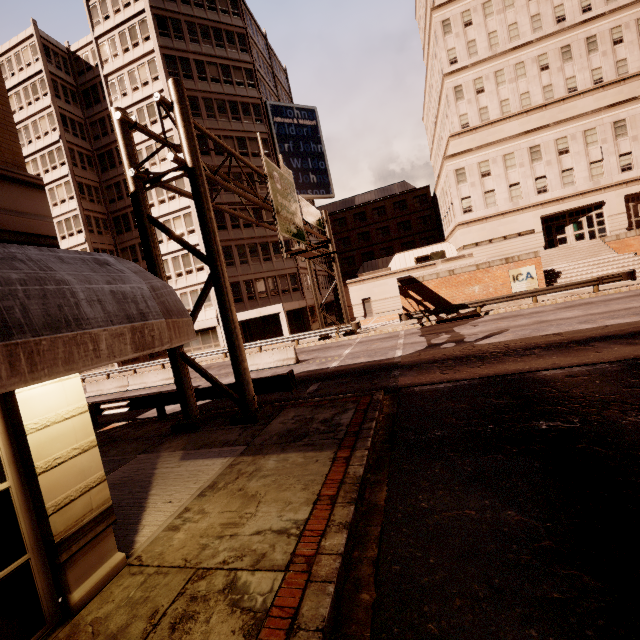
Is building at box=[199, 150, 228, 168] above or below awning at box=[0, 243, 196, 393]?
above

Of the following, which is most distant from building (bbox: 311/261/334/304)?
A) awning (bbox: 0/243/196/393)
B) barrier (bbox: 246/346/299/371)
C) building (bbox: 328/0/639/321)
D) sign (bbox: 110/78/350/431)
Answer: awning (bbox: 0/243/196/393)

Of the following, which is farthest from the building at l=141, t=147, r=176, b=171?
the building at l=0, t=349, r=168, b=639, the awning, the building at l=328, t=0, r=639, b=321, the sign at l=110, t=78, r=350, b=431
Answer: the building at l=0, t=349, r=168, b=639

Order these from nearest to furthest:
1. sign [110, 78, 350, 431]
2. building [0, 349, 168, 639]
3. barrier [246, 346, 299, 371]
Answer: building [0, 349, 168, 639], sign [110, 78, 350, 431], barrier [246, 346, 299, 371]

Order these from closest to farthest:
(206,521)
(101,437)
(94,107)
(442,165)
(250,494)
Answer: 1. (206,521)
2. (250,494)
3. (101,437)
4. (442,165)
5. (94,107)

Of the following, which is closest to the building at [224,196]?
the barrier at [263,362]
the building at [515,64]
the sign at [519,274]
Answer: the building at [515,64]

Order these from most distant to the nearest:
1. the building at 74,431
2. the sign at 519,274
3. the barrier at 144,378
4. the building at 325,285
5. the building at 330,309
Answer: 1. the building at 330,309
2. the building at 325,285
3. the sign at 519,274
4. the barrier at 144,378
5. the building at 74,431

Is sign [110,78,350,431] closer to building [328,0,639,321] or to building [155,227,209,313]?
building [155,227,209,313]
